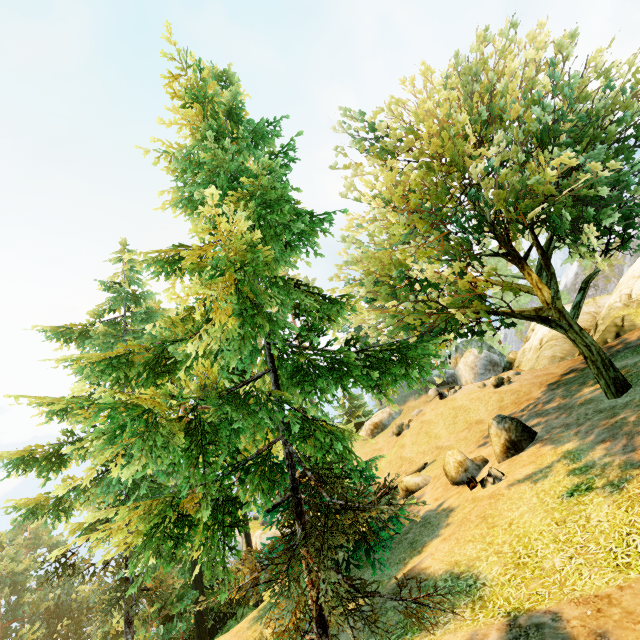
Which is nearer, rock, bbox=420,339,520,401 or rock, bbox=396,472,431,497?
rock, bbox=396,472,431,497

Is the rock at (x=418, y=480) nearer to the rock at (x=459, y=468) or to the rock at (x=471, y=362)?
the rock at (x=459, y=468)

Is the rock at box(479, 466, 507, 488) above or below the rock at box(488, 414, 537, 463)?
below

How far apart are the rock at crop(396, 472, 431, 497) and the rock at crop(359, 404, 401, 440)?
16.73m

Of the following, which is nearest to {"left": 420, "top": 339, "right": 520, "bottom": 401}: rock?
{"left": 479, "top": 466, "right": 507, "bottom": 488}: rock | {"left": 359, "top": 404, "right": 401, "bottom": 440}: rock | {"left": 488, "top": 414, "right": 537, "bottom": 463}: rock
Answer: {"left": 359, "top": 404, "right": 401, "bottom": 440}: rock

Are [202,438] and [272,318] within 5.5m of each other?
yes

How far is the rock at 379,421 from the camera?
35.8m

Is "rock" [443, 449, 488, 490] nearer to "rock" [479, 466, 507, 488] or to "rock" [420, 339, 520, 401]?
"rock" [479, 466, 507, 488]
